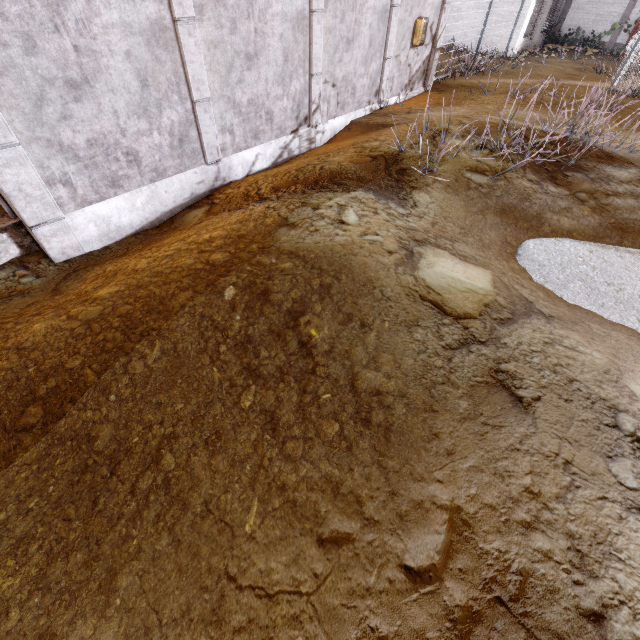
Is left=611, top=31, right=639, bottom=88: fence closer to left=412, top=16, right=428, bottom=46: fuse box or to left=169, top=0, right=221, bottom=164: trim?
left=169, top=0, right=221, bottom=164: trim

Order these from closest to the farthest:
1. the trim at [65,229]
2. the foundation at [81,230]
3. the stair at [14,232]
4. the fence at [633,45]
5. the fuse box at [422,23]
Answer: the trim at [65,229]
the stair at [14,232]
the foundation at [81,230]
the fuse box at [422,23]
the fence at [633,45]

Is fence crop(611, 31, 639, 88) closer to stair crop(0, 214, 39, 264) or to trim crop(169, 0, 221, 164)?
trim crop(169, 0, 221, 164)

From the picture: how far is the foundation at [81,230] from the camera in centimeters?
510cm

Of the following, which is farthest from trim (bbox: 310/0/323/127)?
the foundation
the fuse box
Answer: the fuse box

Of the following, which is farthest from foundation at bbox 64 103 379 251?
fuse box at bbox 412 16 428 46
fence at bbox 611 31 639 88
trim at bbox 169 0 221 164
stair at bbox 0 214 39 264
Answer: fence at bbox 611 31 639 88

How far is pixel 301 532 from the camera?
2.1m

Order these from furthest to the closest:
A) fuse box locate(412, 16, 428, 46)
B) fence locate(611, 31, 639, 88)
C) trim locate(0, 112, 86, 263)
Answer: fence locate(611, 31, 639, 88) → fuse box locate(412, 16, 428, 46) → trim locate(0, 112, 86, 263)
